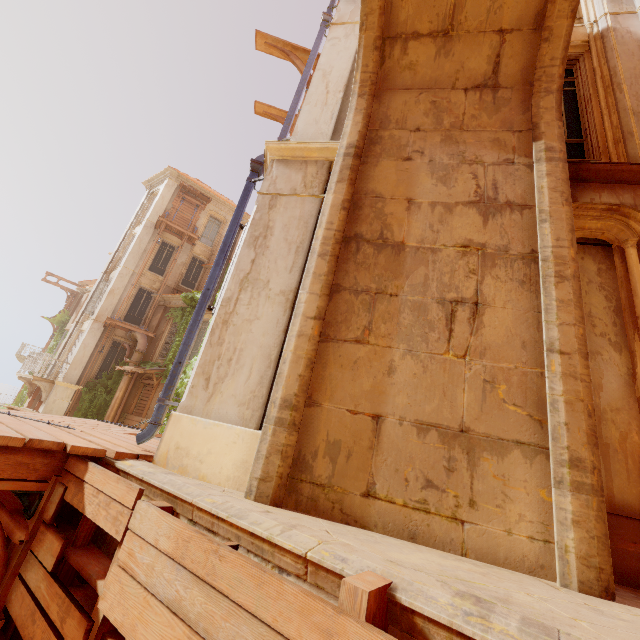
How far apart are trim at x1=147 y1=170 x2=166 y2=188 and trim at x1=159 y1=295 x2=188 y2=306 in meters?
9.2 m

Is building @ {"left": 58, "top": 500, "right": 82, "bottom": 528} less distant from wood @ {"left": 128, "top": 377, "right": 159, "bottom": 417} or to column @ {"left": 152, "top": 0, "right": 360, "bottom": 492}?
column @ {"left": 152, "top": 0, "right": 360, "bottom": 492}

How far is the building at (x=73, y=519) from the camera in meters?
3.0

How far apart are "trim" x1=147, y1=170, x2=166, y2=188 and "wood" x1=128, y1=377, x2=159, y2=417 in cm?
1481

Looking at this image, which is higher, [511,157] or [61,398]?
[511,157]

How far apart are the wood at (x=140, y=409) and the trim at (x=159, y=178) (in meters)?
14.81

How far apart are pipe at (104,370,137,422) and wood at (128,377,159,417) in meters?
0.3

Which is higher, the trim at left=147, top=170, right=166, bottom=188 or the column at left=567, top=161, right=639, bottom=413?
the trim at left=147, top=170, right=166, bottom=188
